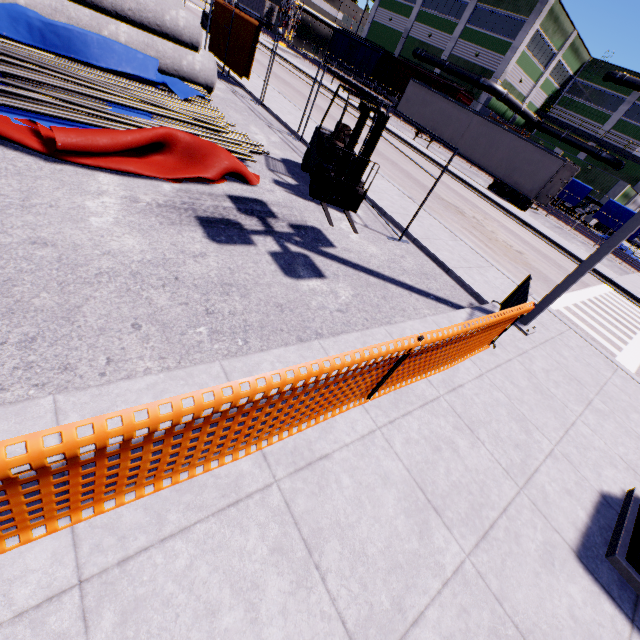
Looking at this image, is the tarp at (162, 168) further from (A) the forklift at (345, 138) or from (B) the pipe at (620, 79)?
(B) the pipe at (620, 79)

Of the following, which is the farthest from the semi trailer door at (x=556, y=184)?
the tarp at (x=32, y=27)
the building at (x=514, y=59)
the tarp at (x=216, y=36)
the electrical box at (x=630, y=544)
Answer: the electrical box at (x=630, y=544)

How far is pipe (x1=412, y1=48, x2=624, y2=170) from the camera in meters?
35.8 m

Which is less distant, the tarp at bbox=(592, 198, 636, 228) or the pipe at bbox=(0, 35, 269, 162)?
the pipe at bbox=(0, 35, 269, 162)

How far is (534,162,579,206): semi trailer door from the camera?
20.1m

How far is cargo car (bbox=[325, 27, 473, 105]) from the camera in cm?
3550

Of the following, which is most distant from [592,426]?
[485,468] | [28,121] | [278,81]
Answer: [278,81]

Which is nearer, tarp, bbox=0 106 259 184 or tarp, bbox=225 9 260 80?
tarp, bbox=0 106 259 184
